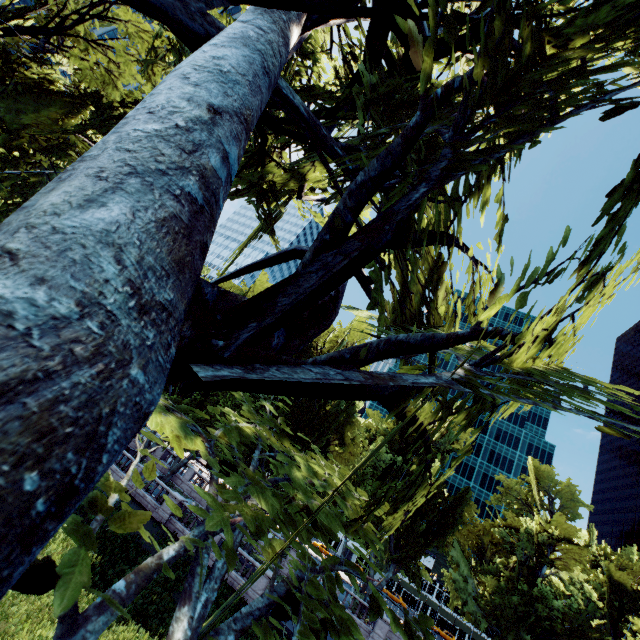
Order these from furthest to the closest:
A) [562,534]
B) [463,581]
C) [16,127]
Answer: [463,581] → [562,534] → [16,127]
